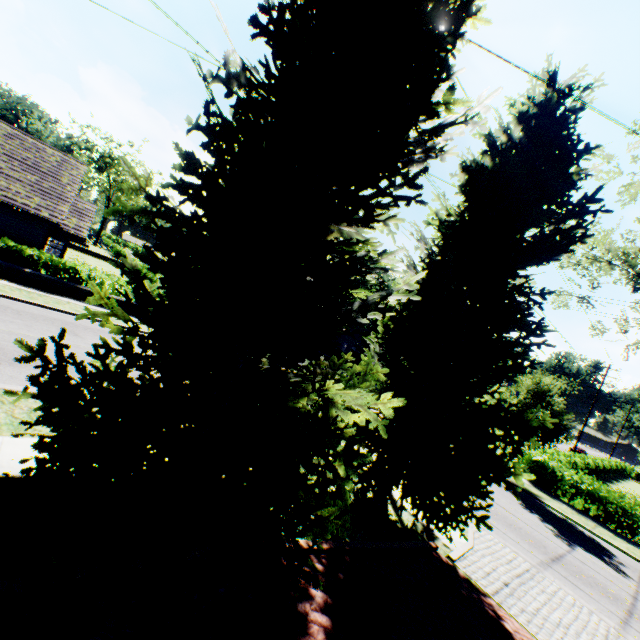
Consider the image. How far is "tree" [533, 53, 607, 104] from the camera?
7.7m

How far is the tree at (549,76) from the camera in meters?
7.7

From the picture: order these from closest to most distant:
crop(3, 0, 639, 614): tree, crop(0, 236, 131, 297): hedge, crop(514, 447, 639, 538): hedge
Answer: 1. crop(3, 0, 639, 614): tree
2. crop(0, 236, 131, 297): hedge
3. crop(514, 447, 639, 538): hedge

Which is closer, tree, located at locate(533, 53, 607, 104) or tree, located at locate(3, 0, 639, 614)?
tree, located at locate(3, 0, 639, 614)

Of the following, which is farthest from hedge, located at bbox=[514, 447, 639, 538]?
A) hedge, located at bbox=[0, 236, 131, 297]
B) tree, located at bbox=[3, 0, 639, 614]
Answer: hedge, located at bbox=[0, 236, 131, 297]

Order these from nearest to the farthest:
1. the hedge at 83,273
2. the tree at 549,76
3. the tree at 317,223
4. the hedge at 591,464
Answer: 1. the tree at 317,223
2. the tree at 549,76
3. the hedge at 83,273
4. the hedge at 591,464

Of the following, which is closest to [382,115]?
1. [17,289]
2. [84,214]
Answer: [17,289]
